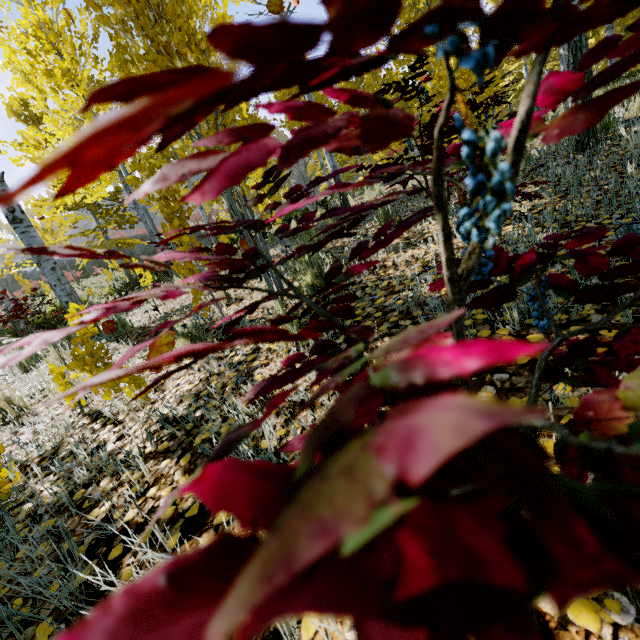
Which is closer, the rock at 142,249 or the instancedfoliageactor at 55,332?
the instancedfoliageactor at 55,332

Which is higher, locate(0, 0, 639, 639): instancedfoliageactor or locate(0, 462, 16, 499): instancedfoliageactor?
locate(0, 0, 639, 639): instancedfoliageactor

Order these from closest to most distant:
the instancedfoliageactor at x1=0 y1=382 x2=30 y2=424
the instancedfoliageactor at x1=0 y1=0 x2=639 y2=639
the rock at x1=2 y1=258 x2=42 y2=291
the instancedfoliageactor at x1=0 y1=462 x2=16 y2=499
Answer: the instancedfoliageactor at x1=0 y1=0 x2=639 y2=639
the instancedfoliageactor at x1=0 y1=462 x2=16 y2=499
the instancedfoliageactor at x1=0 y1=382 x2=30 y2=424
the rock at x1=2 y1=258 x2=42 y2=291

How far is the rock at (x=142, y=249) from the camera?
25.33m

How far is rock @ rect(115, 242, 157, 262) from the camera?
25.3m

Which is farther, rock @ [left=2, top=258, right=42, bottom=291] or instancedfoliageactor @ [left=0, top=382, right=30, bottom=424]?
rock @ [left=2, top=258, right=42, bottom=291]

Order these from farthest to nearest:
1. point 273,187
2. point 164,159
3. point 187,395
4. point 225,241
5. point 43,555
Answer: point 164,159 → point 225,241 → point 187,395 → point 43,555 → point 273,187

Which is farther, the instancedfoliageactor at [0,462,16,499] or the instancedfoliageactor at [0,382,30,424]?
the instancedfoliageactor at [0,382,30,424]
